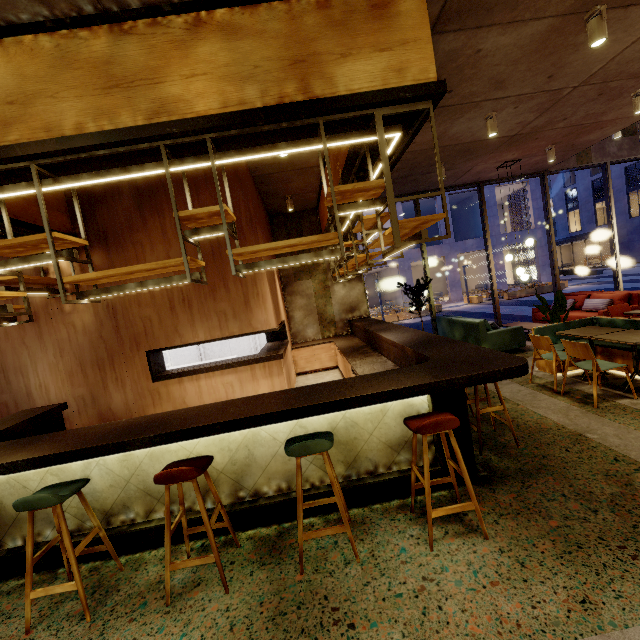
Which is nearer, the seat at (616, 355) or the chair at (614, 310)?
the seat at (616, 355)

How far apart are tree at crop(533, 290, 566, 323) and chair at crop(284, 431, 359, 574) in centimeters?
538cm

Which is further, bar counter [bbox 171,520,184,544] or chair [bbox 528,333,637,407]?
chair [bbox 528,333,637,407]

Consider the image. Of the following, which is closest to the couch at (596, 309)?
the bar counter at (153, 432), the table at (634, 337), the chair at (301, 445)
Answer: the table at (634, 337)

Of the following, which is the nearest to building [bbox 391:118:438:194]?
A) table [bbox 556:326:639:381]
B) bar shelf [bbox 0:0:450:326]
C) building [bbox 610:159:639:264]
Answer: bar shelf [bbox 0:0:450:326]

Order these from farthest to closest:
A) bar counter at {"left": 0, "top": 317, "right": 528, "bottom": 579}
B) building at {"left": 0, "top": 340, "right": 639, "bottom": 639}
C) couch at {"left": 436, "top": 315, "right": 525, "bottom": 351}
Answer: couch at {"left": 436, "top": 315, "right": 525, "bottom": 351}
bar counter at {"left": 0, "top": 317, "right": 528, "bottom": 579}
building at {"left": 0, "top": 340, "right": 639, "bottom": 639}

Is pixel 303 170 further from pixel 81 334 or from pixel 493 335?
pixel 493 335
